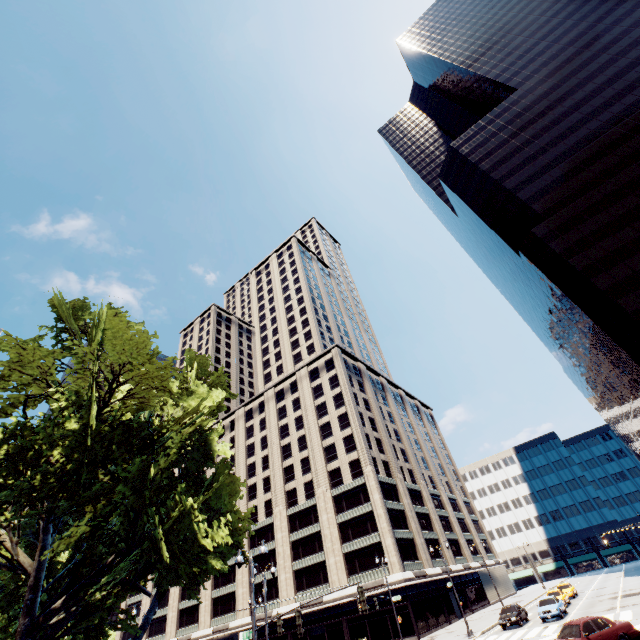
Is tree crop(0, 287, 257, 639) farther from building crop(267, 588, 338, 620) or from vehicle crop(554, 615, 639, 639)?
vehicle crop(554, 615, 639, 639)

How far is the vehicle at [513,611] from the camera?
29.8m

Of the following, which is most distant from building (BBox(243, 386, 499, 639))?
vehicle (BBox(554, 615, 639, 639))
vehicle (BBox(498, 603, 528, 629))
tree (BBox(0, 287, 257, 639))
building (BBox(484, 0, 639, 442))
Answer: building (BBox(484, 0, 639, 442))

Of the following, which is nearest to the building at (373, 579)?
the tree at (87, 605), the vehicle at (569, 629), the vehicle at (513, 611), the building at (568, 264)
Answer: the tree at (87, 605)

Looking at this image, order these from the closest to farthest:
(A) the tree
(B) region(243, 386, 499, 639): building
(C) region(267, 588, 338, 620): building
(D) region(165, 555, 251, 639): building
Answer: (A) the tree, (B) region(243, 386, 499, 639): building, (C) region(267, 588, 338, 620): building, (D) region(165, 555, 251, 639): building

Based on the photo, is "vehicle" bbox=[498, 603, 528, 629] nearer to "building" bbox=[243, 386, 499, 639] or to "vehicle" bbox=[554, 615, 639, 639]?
"building" bbox=[243, 386, 499, 639]

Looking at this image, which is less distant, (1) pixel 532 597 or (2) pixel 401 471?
(1) pixel 532 597
